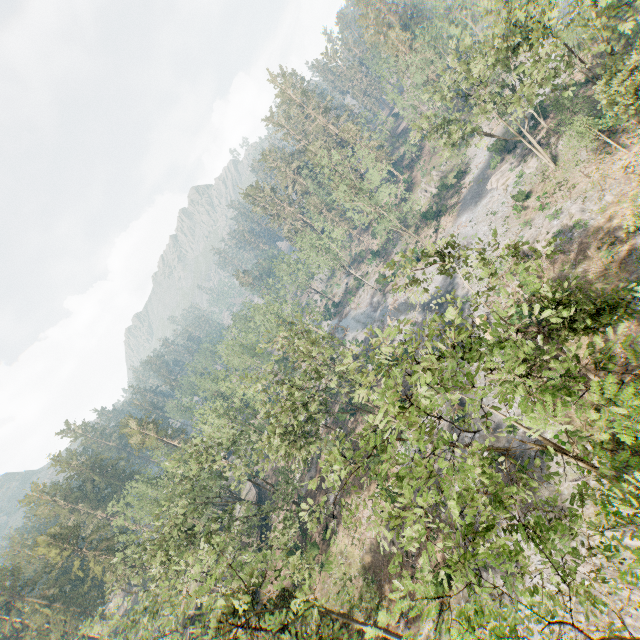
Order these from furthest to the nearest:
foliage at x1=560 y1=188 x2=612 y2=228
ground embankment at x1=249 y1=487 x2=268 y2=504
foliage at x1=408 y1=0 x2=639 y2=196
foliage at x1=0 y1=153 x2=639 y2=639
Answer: ground embankment at x1=249 y1=487 x2=268 y2=504, foliage at x1=560 y1=188 x2=612 y2=228, foliage at x1=408 y1=0 x2=639 y2=196, foliage at x1=0 y1=153 x2=639 y2=639

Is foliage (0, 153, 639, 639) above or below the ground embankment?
above

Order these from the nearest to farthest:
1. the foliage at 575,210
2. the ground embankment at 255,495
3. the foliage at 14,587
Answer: the foliage at 14,587 < the foliage at 575,210 < the ground embankment at 255,495

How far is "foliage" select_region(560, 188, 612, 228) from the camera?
30.28m

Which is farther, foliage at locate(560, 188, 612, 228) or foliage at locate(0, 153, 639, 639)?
foliage at locate(560, 188, 612, 228)

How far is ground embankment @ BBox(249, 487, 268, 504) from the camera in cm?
5650

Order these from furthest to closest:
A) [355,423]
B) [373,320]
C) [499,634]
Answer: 1. [373,320]
2. [355,423]
3. [499,634]

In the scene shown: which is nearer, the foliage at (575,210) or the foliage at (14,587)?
the foliage at (14,587)
